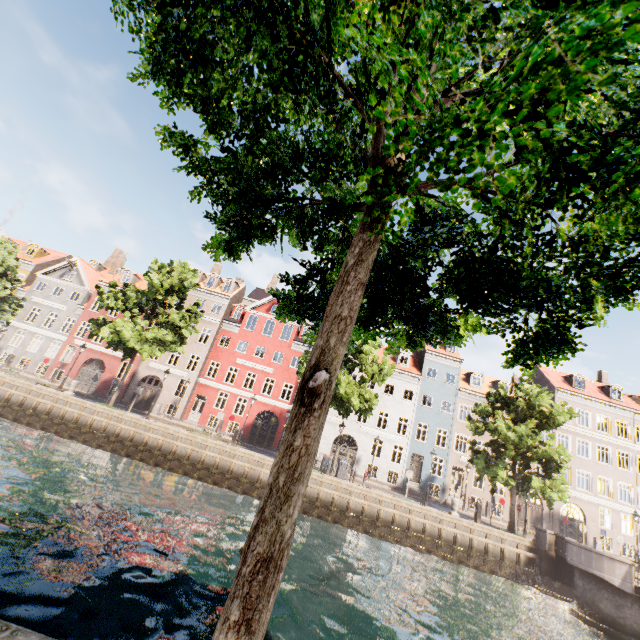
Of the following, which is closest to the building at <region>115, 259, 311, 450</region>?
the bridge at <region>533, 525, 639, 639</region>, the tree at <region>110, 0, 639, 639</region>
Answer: the tree at <region>110, 0, 639, 639</region>

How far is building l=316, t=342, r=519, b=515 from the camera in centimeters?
3023cm

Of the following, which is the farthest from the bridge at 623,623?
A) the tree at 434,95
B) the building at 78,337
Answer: the building at 78,337

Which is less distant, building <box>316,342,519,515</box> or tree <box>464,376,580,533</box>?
tree <box>464,376,580,533</box>

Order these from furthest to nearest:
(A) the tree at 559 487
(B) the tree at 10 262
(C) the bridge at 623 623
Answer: (B) the tree at 10 262
(A) the tree at 559 487
(C) the bridge at 623 623

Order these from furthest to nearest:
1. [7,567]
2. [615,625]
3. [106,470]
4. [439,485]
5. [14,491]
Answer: [439,485]
[106,470]
[615,625]
[14,491]
[7,567]

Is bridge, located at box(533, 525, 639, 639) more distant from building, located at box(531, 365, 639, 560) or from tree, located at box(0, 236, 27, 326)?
building, located at box(531, 365, 639, 560)
